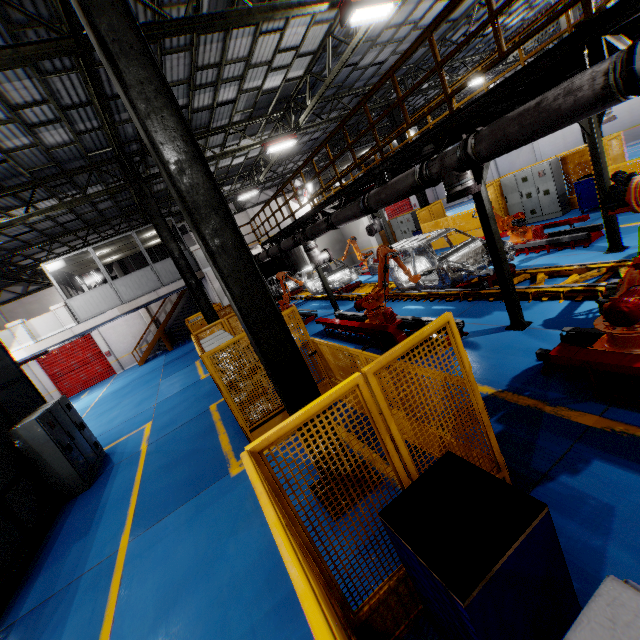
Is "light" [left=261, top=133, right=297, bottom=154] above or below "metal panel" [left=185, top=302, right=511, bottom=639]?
above

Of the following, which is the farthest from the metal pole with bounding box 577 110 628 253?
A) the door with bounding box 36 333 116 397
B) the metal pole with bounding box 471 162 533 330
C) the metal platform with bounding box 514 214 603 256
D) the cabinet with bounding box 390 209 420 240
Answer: the door with bounding box 36 333 116 397

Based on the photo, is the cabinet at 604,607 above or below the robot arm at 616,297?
above

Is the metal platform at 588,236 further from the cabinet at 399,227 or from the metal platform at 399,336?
the cabinet at 399,227

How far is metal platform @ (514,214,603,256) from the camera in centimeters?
886cm

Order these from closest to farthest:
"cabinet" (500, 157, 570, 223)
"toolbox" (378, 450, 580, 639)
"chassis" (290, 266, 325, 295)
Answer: "toolbox" (378, 450, 580, 639), "cabinet" (500, 157, 570, 223), "chassis" (290, 266, 325, 295)

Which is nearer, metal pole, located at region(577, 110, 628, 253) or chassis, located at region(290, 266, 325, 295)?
metal pole, located at region(577, 110, 628, 253)

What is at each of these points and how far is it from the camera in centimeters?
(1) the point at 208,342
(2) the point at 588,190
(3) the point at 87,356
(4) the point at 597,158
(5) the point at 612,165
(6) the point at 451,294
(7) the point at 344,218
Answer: (1) cabinet, 702cm
(2) toolbox, 1138cm
(3) door, 2512cm
(4) metal pole, 722cm
(5) metal panel, 983cm
(6) platform, 959cm
(7) vent pipe, 879cm
